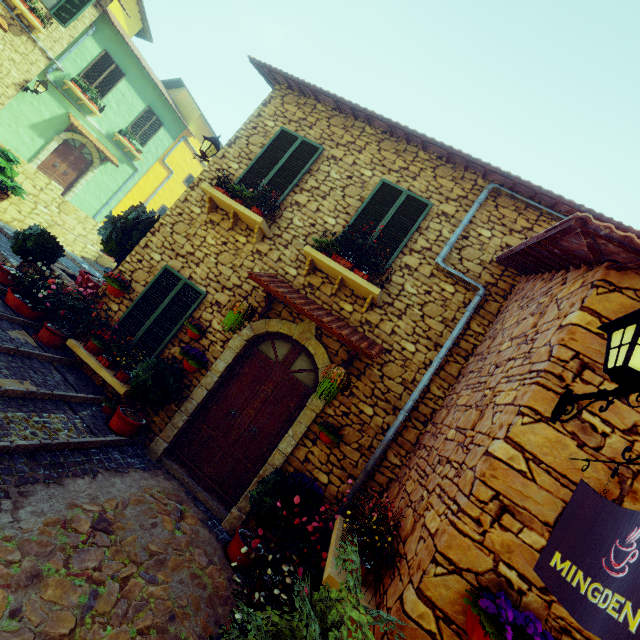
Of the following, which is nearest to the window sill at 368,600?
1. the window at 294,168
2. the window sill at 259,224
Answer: the window sill at 259,224

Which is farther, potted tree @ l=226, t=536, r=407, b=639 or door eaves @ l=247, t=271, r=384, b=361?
door eaves @ l=247, t=271, r=384, b=361

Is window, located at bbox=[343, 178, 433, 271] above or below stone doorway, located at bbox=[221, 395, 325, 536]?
above

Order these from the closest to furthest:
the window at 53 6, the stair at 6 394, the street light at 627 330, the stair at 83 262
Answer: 1. the street light at 627 330
2. the stair at 6 394
3. the stair at 83 262
4. the window at 53 6

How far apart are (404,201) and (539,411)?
4.6m

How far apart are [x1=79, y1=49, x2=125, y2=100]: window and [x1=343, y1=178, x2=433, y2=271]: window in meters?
15.4

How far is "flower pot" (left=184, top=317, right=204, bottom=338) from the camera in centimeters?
565cm

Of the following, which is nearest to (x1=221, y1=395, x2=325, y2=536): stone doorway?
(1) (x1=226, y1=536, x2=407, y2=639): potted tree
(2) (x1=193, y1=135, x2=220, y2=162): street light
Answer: (1) (x1=226, y1=536, x2=407, y2=639): potted tree
